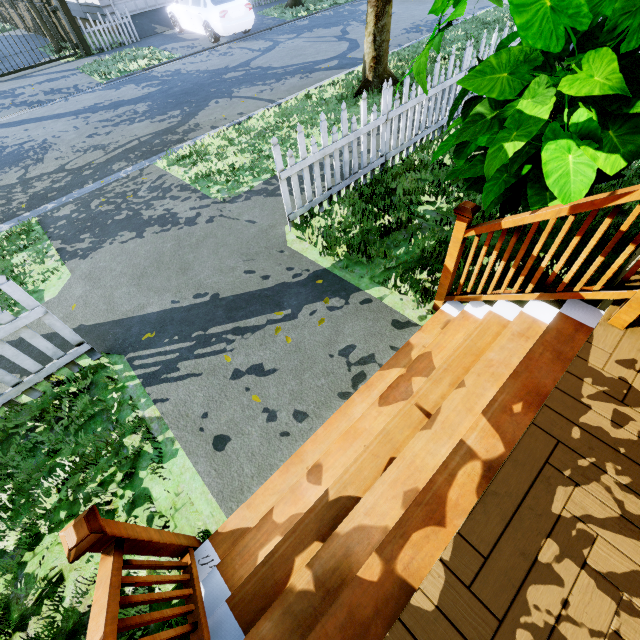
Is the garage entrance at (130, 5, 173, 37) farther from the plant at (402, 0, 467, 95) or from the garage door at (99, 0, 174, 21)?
the plant at (402, 0, 467, 95)

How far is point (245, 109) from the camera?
7.91m

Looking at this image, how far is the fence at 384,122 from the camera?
3.9 meters

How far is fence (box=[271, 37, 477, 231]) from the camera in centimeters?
393cm

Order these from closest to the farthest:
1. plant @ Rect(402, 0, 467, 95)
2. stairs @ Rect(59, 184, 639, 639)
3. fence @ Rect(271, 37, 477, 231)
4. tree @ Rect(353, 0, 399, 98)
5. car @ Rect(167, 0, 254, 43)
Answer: stairs @ Rect(59, 184, 639, 639) < plant @ Rect(402, 0, 467, 95) < fence @ Rect(271, 37, 477, 231) < tree @ Rect(353, 0, 399, 98) < car @ Rect(167, 0, 254, 43)

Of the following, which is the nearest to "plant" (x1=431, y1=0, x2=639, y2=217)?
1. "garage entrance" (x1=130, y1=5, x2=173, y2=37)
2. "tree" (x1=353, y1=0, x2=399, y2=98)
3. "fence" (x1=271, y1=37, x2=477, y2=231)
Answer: "fence" (x1=271, y1=37, x2=477, y2=231)

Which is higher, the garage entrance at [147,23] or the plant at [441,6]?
the plant at [441,6]

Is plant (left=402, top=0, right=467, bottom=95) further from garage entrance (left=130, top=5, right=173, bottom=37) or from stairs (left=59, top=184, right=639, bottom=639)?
garage entrance (left=130, top=5, right=173, bottom=37)
